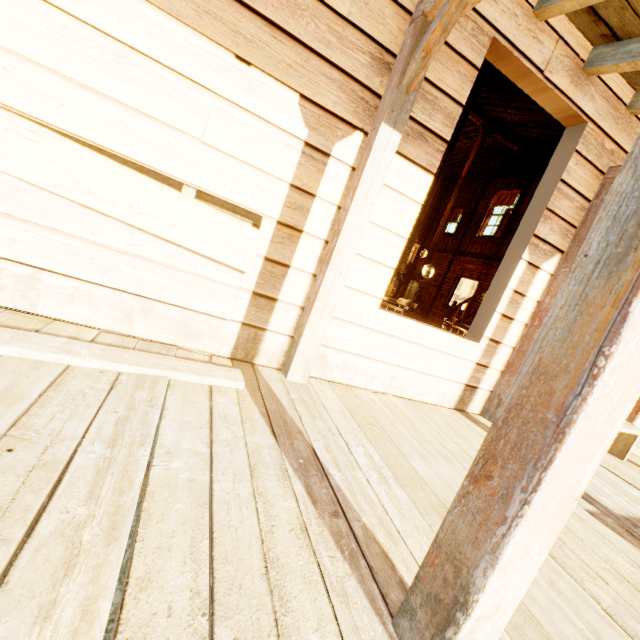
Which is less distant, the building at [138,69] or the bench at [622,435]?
the building at [138,69]

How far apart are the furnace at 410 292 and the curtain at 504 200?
6.3m

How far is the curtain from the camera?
10.8m

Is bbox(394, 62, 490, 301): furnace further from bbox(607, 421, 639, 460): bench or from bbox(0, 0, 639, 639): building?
bbox(607, 421, 639, 460): bench

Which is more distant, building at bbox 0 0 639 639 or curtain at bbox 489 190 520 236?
curtain at bbox 489 190 520 236

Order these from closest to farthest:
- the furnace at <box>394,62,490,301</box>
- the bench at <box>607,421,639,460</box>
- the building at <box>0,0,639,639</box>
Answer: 1. the building at <box>0,0,639,639</box>
2. the bench at <box>607,421,639,460</box>
3. the furnace at <box>394,62,490,301</box>

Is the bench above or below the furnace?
below

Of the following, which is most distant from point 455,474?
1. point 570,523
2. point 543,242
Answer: point 543,242
